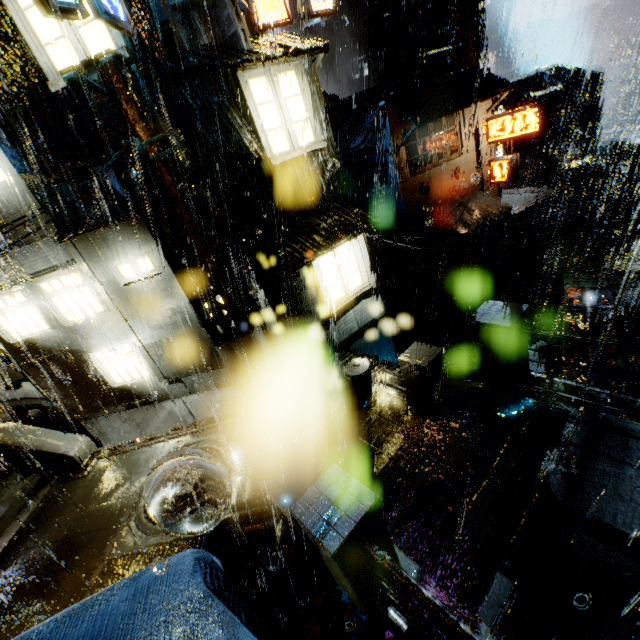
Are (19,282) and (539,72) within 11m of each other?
no

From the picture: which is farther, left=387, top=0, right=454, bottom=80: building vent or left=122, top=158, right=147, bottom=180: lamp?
left=387, top=0, right=454, bottom=80: building vent

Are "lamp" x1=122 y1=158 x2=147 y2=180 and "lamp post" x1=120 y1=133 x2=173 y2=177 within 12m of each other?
yes

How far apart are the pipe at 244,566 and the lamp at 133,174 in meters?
7.3 m

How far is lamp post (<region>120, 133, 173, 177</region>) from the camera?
6.9 meters

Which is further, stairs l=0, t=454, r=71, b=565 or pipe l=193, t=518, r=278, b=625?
stairs l=0, t=454, r=71, b=565

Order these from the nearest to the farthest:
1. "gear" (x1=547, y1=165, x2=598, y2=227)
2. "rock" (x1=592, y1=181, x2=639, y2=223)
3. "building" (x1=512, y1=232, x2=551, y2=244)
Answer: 1. "building" (x1=512, y1=232, x2=551, y2=244)
2. "gear" (x1=547, y1=165, x2=598, y2=227)
3. "rock" (x1=592, y1=181, x2=639, y2=223)

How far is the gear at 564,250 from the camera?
42.59m
